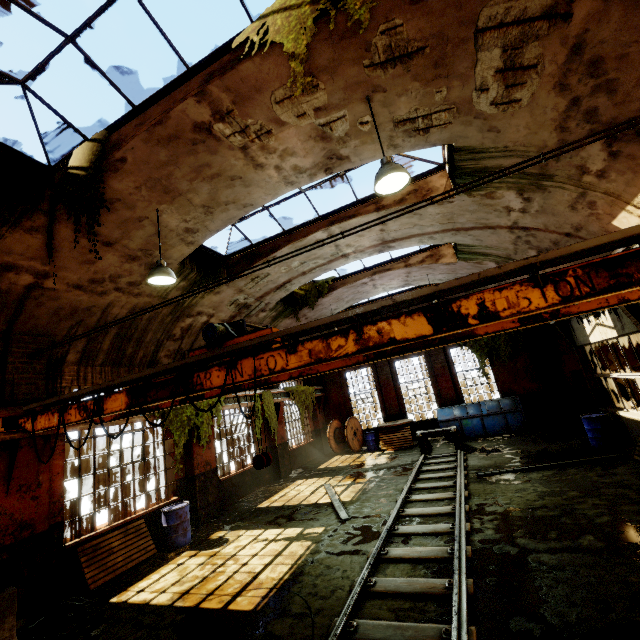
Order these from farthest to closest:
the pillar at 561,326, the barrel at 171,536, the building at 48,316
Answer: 1. the pillar at 561,326
2. the barrel at 171,536
3. the building at 48,316

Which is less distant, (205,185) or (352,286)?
(205,185)

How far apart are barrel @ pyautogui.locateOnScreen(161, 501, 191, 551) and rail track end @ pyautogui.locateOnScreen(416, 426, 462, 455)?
8.8 meters

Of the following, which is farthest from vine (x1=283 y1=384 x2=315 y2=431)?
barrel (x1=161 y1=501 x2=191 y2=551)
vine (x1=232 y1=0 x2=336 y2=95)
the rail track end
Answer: vine (x1=232 y1=0 x2=336 y2=95)

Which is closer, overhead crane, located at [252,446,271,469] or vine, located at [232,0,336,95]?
vine, located at [232,0,336,95]

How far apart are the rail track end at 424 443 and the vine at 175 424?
7.9 meters

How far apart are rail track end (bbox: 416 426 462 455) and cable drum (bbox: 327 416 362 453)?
4.3m

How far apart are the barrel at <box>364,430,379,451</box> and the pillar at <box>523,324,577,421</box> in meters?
8.6 m
